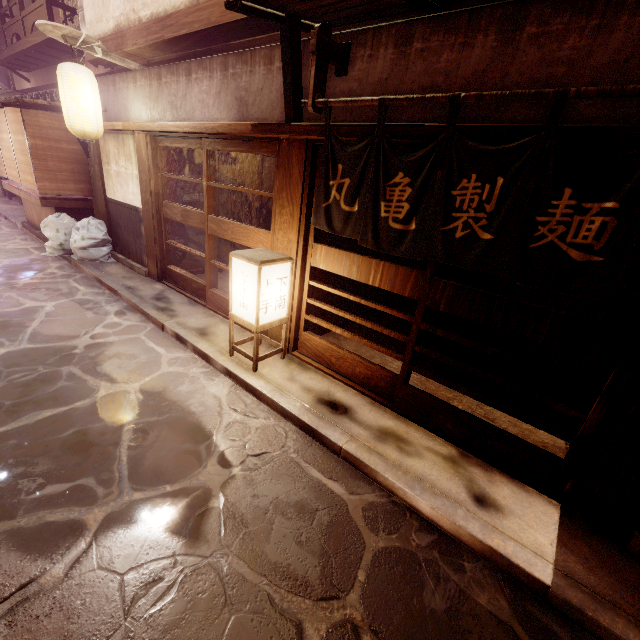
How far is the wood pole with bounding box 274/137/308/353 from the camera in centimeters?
692cm

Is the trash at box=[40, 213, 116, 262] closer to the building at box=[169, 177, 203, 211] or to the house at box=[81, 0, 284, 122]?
the building at box=[169, 177, 203, 211]

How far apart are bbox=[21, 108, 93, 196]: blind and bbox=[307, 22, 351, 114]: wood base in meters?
12.9

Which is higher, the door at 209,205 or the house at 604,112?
the house at 604,112

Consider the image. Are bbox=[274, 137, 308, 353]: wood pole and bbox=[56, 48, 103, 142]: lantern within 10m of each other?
yes

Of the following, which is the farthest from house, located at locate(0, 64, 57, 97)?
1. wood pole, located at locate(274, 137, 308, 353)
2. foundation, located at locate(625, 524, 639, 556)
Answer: foundation, located at locate(625, 524, 639, 556)

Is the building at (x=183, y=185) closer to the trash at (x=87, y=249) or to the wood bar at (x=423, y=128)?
the wood bar at (x=423, y=128)

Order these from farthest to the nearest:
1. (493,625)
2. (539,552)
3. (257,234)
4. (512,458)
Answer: (257,234), (512,458), (539,552), (493,625)
